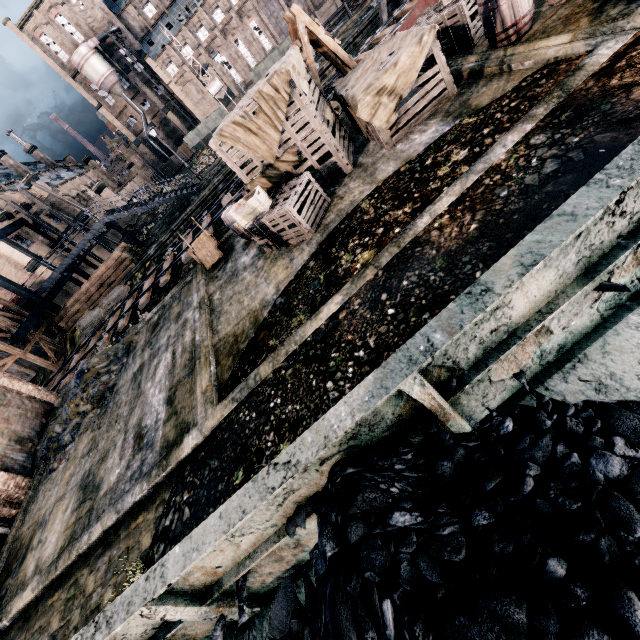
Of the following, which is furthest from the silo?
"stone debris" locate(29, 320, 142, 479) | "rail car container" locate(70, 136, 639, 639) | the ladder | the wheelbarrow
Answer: "rail car container" locate(70, 136, 639, 639)

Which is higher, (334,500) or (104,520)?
(334,500)

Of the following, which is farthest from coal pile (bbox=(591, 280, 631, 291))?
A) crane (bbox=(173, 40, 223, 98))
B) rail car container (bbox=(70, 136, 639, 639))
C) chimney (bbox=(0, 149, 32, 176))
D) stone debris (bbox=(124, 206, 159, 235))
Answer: chimney (bbox=(0, 149, 32, 176))

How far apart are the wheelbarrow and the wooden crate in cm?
371

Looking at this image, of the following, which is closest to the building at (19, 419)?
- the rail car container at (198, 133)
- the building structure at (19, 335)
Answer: the building structure at (19, 335)

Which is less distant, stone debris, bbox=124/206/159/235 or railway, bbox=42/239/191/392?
railway, bbox=42/239/191/392

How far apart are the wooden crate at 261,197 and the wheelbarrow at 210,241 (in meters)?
3.71

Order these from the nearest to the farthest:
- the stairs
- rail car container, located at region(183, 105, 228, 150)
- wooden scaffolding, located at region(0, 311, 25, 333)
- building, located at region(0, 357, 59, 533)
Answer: building, located at region(0, 357, 59, 533) → wooden scaffolding, located at region(0, 311, 25, 333) → the stairs → rail car container, located at region(183, 105, 228, 150)
